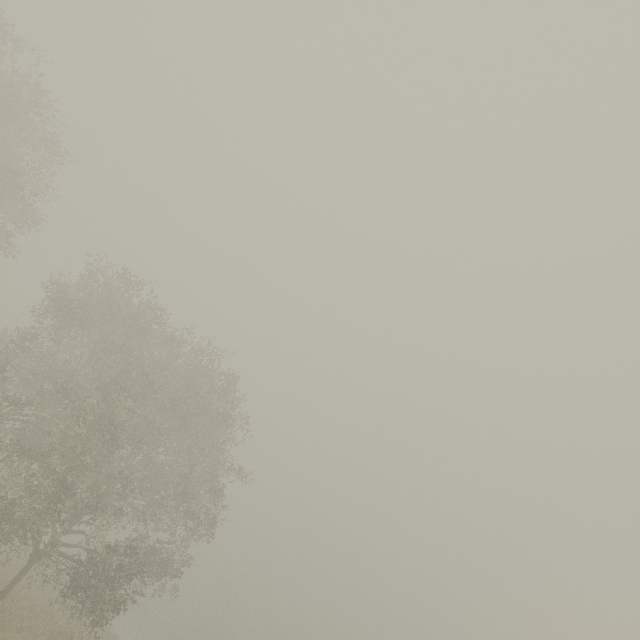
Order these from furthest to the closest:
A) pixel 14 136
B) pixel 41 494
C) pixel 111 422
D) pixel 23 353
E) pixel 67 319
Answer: pixel 67 319 < pixel 14 136 < pixel 23 353 < pixel 111 422 < pixel 41 494
